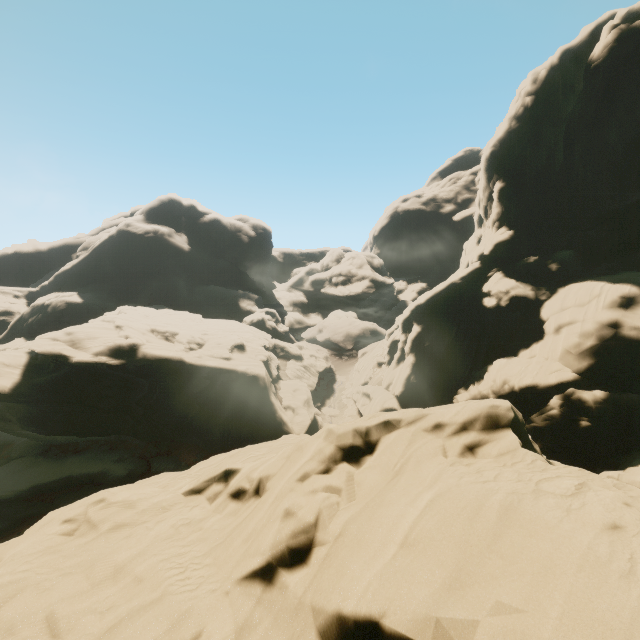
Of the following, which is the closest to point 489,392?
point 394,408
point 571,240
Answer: point 394,408
